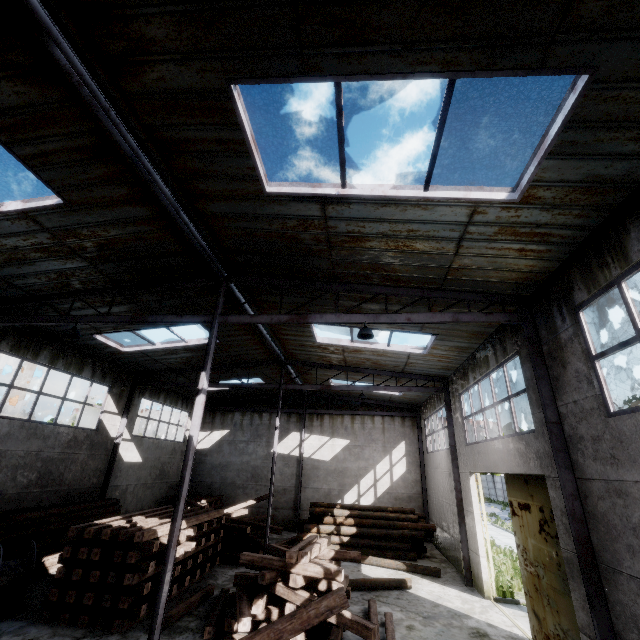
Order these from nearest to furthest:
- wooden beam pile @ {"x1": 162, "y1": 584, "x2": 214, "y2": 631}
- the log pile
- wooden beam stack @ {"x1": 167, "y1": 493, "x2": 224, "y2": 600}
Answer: wooden beam pile @ {"x1": 162, "y1": 584, "x2": 214, "y2": 631} → wooden beam stack @ {"x1": 167, "y1": 493, "x2": 224, "y2": 600} → the log pile

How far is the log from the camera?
10.9m

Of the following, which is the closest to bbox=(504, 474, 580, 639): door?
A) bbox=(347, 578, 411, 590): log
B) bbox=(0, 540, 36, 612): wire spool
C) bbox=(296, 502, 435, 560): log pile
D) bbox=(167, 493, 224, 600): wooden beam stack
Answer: bbox=(347, 578, 411, 590): log

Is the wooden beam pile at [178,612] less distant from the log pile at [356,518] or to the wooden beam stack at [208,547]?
the wooden beam stack at [208,547]

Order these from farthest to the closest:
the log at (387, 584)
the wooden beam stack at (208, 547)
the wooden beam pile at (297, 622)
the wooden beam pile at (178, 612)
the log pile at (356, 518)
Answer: the log pile at (356, 518) < the log at (387, 584) < the wooden beam stack at (208, 547) < the wooden beam pile at (178, 612) < the wooden beam pile at (297, 622)

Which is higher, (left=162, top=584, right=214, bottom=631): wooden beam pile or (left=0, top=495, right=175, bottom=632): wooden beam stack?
(left=0, top=495, right=175, bottom=632): wooden beam stack

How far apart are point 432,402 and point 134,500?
17.0m

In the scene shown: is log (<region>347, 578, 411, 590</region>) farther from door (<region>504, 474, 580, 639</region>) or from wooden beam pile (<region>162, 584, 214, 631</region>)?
door (<region>504, 474, 580, 639</region>)
